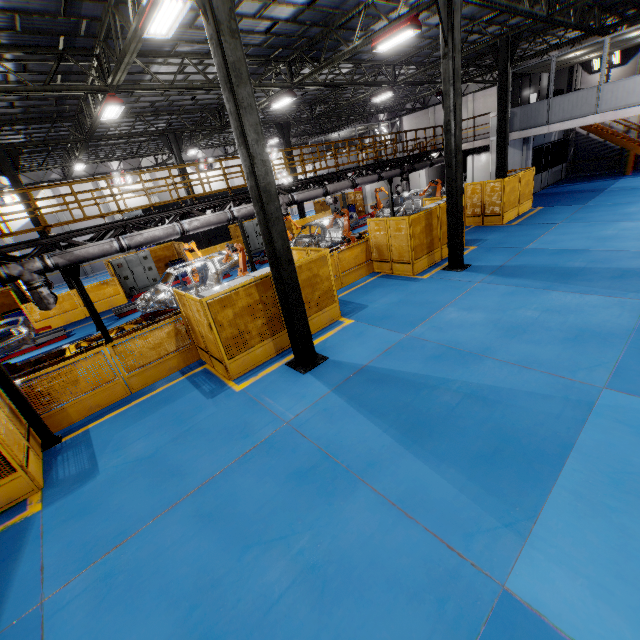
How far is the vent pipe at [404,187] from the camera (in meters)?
17.52

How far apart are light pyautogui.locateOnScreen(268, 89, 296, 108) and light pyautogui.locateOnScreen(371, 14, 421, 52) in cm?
489

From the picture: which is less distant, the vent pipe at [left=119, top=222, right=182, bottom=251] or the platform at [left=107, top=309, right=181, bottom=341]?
the vent pipe at [left=119, top=222, right=182, bottom=251]

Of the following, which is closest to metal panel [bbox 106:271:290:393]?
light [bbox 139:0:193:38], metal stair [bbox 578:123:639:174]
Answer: light [bbox 139:0:193:38]

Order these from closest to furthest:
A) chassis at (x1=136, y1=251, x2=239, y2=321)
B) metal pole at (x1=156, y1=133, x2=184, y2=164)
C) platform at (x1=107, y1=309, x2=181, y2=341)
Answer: platform at (x1=107, y1=309, x2=181, y2=341) → chassis at (x1=136, y1=251, x2=239, y2=321) → metal pole at (x1=156, y1=133, x2=184, y2=164)

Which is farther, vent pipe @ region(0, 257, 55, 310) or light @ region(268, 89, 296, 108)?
light @ region(268, 89, 296, 108)

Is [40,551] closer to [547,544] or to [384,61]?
[547,544]

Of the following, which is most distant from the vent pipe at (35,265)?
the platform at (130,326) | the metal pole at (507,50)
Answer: the metal pole at (507,50)
